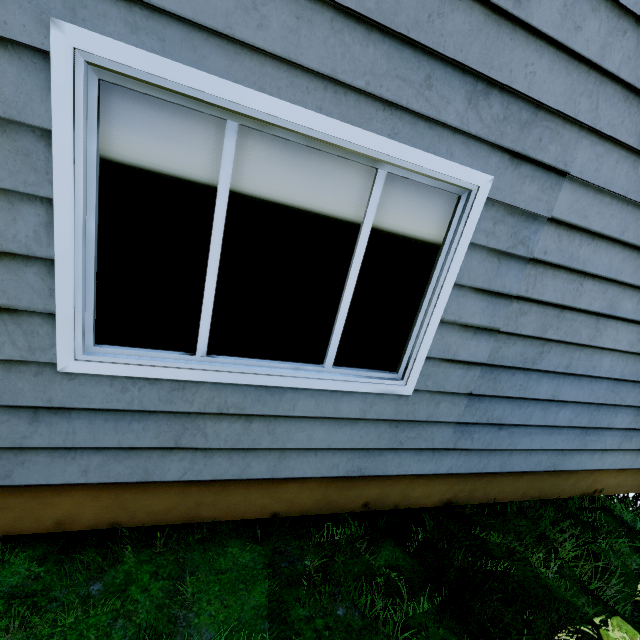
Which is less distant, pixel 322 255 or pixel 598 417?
pixel 322 255
